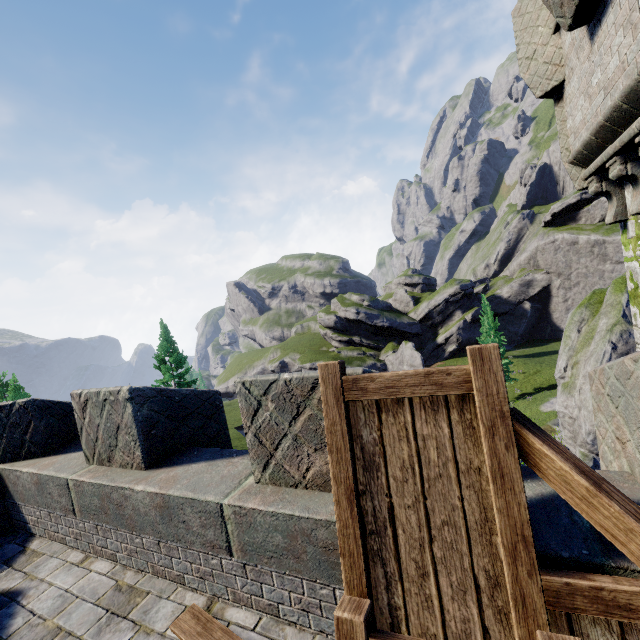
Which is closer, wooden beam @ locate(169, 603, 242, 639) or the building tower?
wooden beam @ locate(169, 603, 242, 639)

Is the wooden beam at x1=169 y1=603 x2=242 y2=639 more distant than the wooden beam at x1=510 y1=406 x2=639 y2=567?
Yes

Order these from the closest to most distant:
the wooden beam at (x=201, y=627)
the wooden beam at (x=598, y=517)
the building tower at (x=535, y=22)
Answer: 1. the wooden beam at (x=598, y=517)
2. the wooden beam at (x=201, y=627)
3. the building tower at (x=535, y=22)

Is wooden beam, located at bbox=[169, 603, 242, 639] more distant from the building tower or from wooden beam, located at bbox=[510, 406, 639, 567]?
the building tower

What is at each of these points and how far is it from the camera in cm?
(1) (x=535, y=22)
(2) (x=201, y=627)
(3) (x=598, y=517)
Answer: (1) building tower, 571
(2) wooden beam, 281
(3) wooden beam, 148

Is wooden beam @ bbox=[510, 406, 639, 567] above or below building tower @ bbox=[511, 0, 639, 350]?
below

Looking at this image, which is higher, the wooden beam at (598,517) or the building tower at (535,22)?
the building tower at (535,22)

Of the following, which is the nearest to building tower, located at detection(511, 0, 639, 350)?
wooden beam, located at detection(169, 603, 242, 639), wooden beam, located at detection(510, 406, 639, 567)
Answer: wooden beam, located at detection(510, 406, 639, 567)
